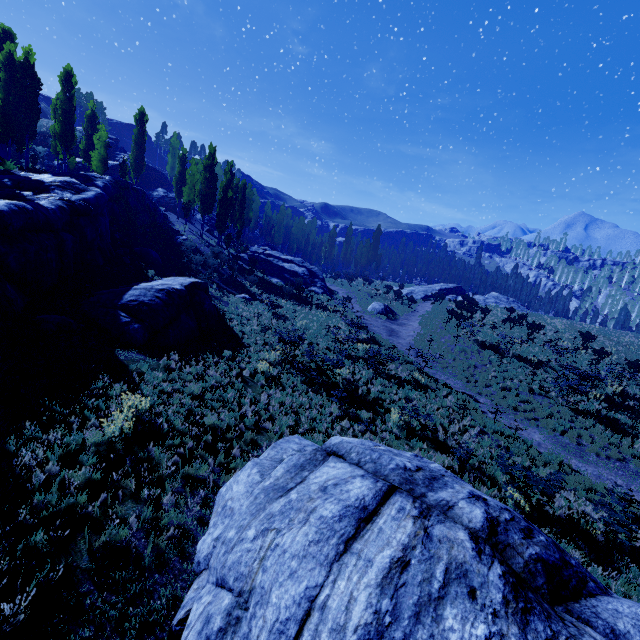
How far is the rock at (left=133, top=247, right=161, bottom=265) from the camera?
22.2m

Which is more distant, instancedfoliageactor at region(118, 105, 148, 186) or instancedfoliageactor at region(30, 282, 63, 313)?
instancedfoliageactor at region(118, 105, 148, 186)

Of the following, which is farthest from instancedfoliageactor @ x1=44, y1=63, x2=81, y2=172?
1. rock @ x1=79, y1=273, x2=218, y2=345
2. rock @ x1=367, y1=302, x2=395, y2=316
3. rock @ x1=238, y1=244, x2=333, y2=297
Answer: rock @ x1=367, y1=302, x2=395, y2=316

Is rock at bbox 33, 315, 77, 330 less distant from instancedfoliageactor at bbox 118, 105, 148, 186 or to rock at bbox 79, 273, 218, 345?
instancedfoliageactor at bbox 118, 105, 148, 186

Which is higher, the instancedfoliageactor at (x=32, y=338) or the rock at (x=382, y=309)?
the instancedfoliageactor at (x=32, y=338)

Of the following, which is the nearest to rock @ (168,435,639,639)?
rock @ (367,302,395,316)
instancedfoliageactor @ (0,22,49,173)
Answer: instancedfoliageactor @ (0,22,49,173)

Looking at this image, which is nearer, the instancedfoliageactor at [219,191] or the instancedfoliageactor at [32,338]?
the instancedfoliageactor at [32,338]

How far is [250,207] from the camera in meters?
59.5
